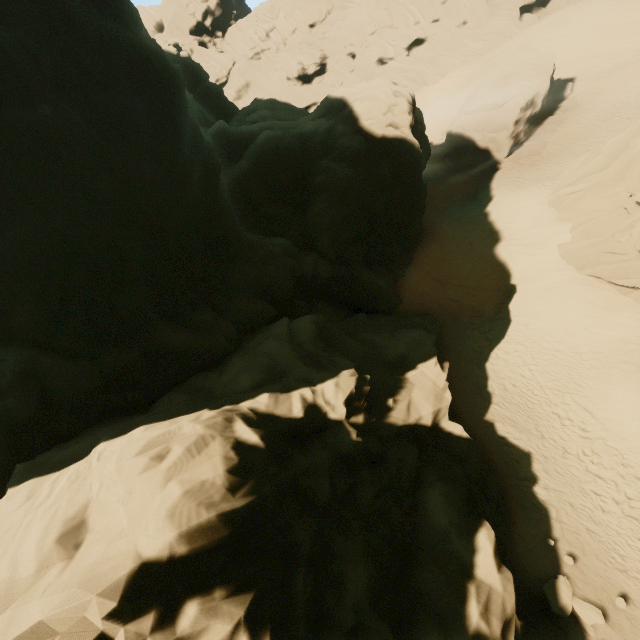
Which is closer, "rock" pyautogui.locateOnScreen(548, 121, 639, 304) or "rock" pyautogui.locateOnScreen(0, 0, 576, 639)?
"rock" pyautogui.locateOnScreen(0, 0, 576, 639)

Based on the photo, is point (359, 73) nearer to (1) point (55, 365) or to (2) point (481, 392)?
(2) point (481, 392)

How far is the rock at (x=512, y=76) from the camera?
28.7 meters

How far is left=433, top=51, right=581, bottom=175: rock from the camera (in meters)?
28.72

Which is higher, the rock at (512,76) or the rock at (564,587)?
the rock at (512,76)

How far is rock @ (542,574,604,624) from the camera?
9.68m

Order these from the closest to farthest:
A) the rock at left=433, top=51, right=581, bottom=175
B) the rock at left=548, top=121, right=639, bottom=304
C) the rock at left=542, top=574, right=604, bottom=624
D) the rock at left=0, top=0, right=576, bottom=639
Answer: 1. the rock at left=0, top=0, right=576, bottom=639
2. the rock at left=542, top=574, right=604, bottom=624
3. the rock at left=548, top=121, right=639, bottom=304
4. the rock at left=433, top=51, right=581, bottom=175
